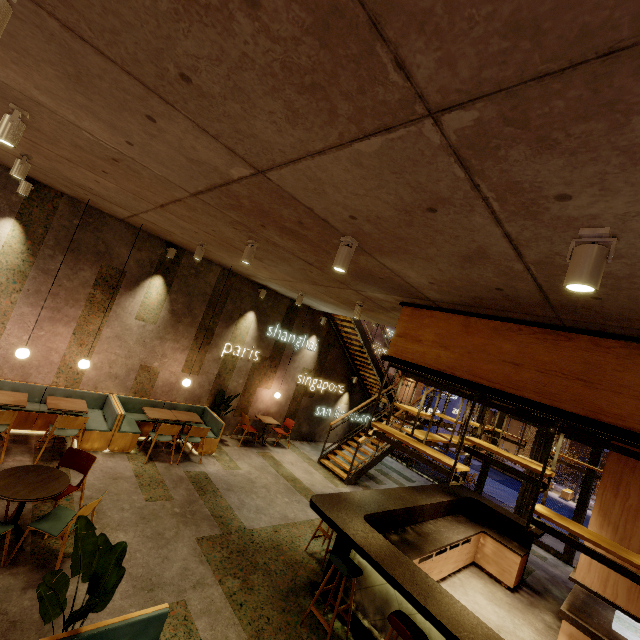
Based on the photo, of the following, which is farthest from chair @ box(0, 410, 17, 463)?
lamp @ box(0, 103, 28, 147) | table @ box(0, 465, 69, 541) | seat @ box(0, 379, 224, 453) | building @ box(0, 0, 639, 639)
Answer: lamp @ box(0, 103, 28, 147)

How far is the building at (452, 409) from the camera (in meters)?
28.80

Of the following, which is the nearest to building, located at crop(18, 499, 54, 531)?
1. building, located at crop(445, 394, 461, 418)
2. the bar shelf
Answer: the bar shelf

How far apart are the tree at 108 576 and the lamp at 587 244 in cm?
378

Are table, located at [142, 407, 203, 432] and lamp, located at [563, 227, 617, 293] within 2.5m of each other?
no

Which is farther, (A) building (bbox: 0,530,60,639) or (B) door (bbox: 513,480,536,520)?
(B) door (bbox: 513,480,536,520)

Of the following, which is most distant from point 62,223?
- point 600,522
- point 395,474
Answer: point 395,474

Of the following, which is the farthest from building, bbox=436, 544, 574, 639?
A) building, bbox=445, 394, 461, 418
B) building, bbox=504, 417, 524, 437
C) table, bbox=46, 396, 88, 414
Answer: building, bbox=504, 417, 524, 437
